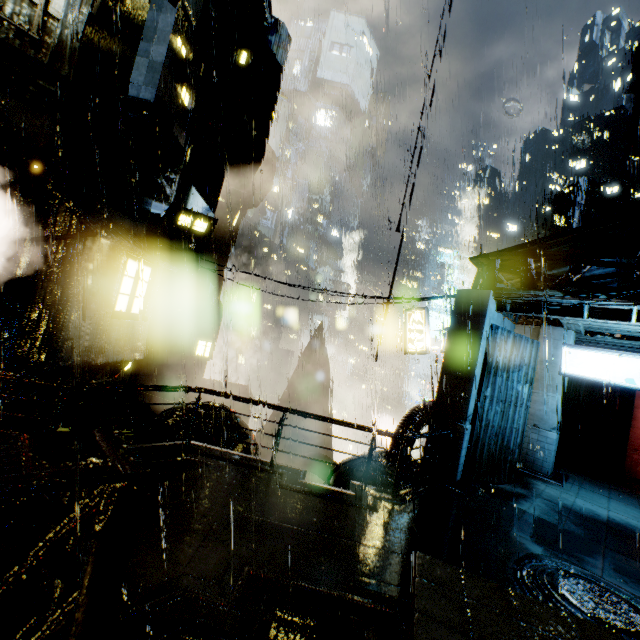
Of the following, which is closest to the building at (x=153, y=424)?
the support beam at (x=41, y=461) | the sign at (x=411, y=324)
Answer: the support beam at (x=41, y=461)

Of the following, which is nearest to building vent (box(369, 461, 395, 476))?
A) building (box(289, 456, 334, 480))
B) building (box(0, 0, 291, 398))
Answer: building (box(0, 0, 291, 398))

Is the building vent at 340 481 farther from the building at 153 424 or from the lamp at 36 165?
the lamp at 36 165

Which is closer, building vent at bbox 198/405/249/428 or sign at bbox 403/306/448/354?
building vent at bbox 198/405/249/428

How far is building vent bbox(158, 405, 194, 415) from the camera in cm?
1476

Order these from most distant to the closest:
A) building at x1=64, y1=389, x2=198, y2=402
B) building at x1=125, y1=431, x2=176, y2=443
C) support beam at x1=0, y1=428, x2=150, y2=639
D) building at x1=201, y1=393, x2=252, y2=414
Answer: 1. building at x1=201, y1=393, x2=252, y2=414
2. building at x1=64, y1=389, x2=198, y2=402
3. building at x1=125, y1=431, x2=176, y2=443
4. support beam at x1=0, y1=428, x2=150, y2=639

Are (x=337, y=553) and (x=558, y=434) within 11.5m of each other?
no

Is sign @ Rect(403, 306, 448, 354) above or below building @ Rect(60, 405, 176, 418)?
above
